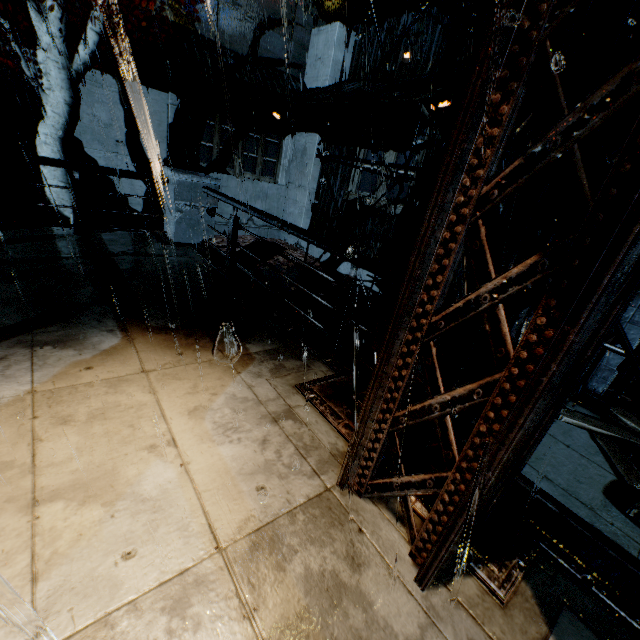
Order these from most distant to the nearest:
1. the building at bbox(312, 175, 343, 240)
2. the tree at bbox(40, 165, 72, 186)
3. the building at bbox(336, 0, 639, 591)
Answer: the building at bbox(312, 175, 343, 240), the tree at bbox(40, 165, 72, 186), the building at bbox(336, 0, 639, 591)

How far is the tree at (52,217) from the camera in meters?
8.8

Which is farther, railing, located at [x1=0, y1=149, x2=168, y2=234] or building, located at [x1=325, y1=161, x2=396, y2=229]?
building, located at [x1=325, y1=161, x2=396, y2=229]

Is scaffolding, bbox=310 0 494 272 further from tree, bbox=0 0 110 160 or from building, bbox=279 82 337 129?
tree, bbox=0 0 110 160

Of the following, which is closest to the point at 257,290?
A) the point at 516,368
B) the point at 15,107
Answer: the point at 516,368

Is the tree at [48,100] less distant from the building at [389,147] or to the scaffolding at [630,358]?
the building at [389,147]

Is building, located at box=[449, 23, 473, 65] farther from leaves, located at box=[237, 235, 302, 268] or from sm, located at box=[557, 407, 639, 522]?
leaves, located at box=[237, 235, 302, 268]

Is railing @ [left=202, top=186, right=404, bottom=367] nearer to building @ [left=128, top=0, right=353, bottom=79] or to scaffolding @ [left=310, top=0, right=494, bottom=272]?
building @ [left=128, top=0, right=353, bottom=79]
